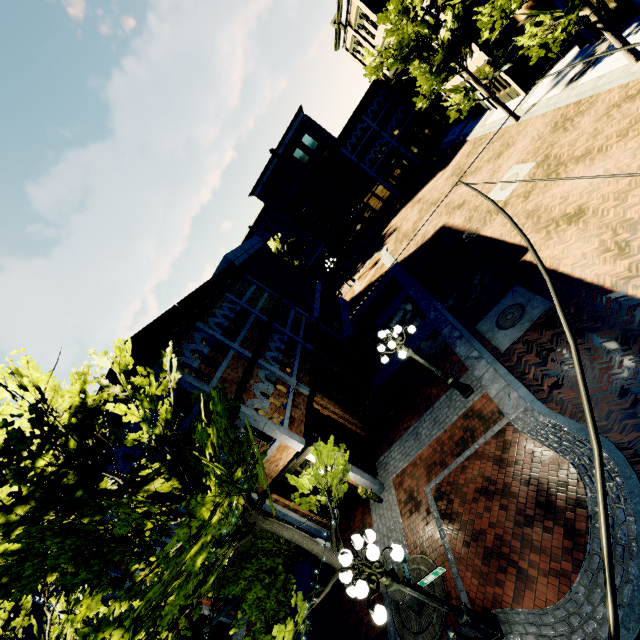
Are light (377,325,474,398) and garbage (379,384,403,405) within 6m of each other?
yes

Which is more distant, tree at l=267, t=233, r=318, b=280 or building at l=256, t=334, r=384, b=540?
tree at l=267, t=233, r=318, b=280

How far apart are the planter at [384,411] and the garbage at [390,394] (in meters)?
0.05

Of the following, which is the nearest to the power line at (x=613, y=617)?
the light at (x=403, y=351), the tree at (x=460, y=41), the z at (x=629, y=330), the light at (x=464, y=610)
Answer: the tree at (x=460, y=41)

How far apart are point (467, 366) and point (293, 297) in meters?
13.7

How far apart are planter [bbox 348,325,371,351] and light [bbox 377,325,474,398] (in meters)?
9.68

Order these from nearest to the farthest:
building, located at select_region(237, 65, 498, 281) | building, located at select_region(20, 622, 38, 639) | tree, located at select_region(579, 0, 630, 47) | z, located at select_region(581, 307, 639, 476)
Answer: z, located at select_region(581, 307, 639, 476), tree, located at select_region(579, 0, 630, 47), building, located at select_region(20, 622, 38, 639), building, located at select_region(237, 65, 498, 281)

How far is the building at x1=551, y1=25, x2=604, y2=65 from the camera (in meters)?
16.23
